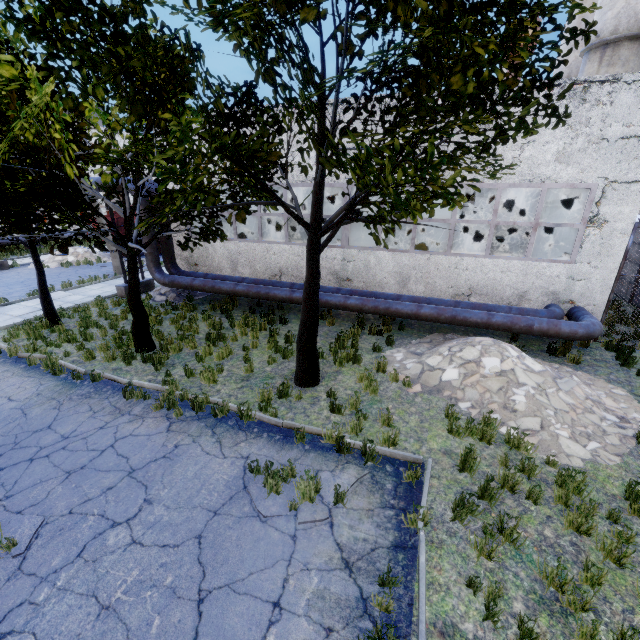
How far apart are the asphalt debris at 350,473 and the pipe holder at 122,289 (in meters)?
14.02

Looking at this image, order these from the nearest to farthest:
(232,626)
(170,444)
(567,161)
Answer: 1. (232,626)
2. (170,444)
3. (567,161)

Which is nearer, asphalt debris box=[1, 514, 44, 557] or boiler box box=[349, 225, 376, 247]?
asphalt debris box=[1, 514, 44, 557]

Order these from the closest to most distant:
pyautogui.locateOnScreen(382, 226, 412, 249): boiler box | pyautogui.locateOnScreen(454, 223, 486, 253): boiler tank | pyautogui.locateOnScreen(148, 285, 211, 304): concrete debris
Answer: pyautogui.locateOnScreen(382, 226, 412, 249): boiler box → pyautogui.locateOnScreen(148, 285, 211, 304): concrete debris → pyautogui.locateOnScreen(454, 223, 486, 253): boiler tank

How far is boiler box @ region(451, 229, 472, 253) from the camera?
12.7m

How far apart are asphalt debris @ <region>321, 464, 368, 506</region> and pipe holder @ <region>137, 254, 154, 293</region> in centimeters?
1402cm

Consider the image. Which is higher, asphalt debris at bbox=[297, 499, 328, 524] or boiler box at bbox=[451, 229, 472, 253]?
boiler box at bbox=[451, 229, 472, 253]
